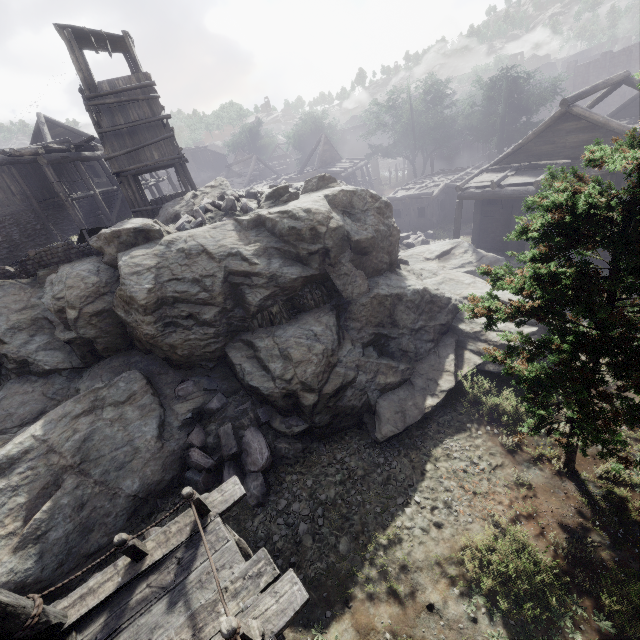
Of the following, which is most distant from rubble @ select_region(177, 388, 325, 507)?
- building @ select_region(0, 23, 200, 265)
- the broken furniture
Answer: the broken furniture

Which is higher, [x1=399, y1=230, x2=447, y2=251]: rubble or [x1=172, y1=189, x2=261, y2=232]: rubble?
[x1=172, y1=189, x2=261, y2=232]: rubble

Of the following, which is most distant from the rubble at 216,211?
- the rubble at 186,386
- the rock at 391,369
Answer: the rubble at 186,386

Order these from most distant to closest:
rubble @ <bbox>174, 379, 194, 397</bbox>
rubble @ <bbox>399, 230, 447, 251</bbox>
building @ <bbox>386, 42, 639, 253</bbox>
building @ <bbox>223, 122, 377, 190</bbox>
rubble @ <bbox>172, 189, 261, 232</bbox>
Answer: building @ <bbox>223, 122, 377, 190</bbox> < rubble @ <bbox>399, 230, 447, 251</bbox> < building @ <bbox>386, 42, 639, 253</bbox> < rubble @ <bbox>172, 189, 261, 232</bbox> < rubble @ <bbox>174, 379, 194, 397</bbox>

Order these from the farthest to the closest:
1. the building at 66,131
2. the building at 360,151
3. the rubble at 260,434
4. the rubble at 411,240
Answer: the building at 360,151
the rubble at 411,240
the building at 66,131
the rubble at 260,434

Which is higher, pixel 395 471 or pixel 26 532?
pixel 26 532

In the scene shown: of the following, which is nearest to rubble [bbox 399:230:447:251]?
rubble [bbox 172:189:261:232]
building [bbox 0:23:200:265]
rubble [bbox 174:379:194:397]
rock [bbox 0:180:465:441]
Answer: rock [bbox 0:180:465:441]

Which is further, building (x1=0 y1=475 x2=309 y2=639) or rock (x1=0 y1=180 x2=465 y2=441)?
rock (x1=0 y1=180 x2=465 y2=441)
